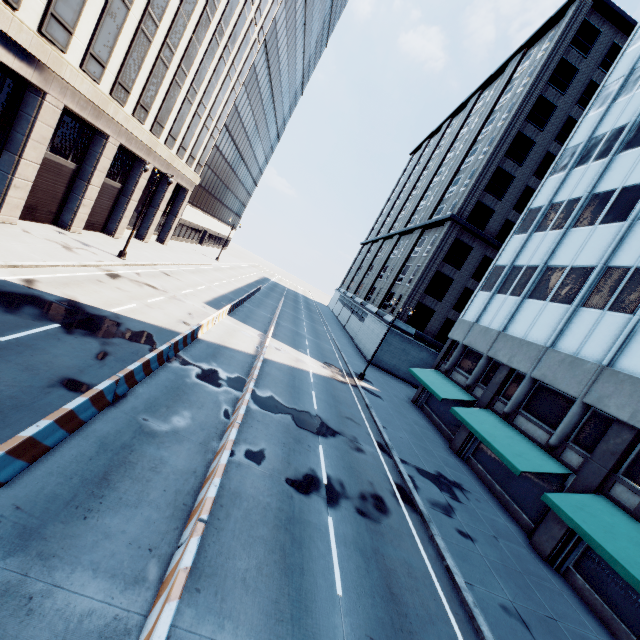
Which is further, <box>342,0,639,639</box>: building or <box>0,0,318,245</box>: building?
<box>0,0,318,245</box>: building

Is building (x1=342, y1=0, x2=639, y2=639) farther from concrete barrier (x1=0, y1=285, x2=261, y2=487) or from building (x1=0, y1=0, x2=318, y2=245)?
building (x1=0, y1=0, x2=318, y2=245)

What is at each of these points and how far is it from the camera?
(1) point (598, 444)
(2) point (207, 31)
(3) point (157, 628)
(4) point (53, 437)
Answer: (1) building, 14.3 meters
(2) building, 27.8 meters
(3) concrete barrier, 4.6 meters
(4) concrete barrier, 7.2 meters

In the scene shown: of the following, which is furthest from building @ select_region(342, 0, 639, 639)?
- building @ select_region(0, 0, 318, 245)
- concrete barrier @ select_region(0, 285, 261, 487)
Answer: Answer: building @ select_region(0, 0, 318, 245)

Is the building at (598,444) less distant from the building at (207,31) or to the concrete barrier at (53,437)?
the concrete barrier at (53,437)

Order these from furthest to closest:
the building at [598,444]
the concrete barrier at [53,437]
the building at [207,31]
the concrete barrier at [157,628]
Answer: the building at [207,31] < the building at [598,444] < the concrete barrier at [53,437] < the concrete barrier at [157,628]

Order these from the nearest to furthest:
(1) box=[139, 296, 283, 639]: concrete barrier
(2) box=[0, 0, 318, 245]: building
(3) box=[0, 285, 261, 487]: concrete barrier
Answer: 1. (1) box=[139, 296, 283, 639]: concrete barrier
2. (3) box=[0, 285, 261, 487]: concrete barrier
3. (2) box=[0, 0, 318, 245]: building

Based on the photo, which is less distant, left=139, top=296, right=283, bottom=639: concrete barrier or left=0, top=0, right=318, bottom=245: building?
left=139, top=296, right=283, bottom=639: concrete barrier
